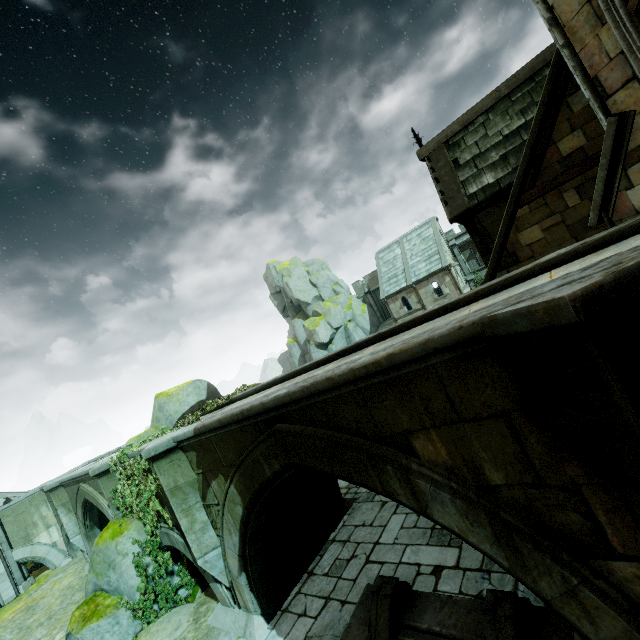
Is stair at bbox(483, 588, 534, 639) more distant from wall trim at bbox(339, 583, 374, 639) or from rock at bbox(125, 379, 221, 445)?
rock at bbox(125, 379, 221, 445)

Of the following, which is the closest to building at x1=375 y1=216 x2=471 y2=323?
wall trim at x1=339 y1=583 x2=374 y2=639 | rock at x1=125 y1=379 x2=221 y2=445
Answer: rock at x1=125 y1=379 x2=221 y2=445

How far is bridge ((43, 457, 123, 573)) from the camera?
11.3 meters

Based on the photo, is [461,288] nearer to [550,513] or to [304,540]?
[304,540]

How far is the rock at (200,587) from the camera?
10.06m

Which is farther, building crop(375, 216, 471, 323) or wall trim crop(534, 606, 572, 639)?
building crop(375, 216, 471, 323)

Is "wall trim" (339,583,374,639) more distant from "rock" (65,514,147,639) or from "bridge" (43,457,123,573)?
"rock" (65,514,147,639)

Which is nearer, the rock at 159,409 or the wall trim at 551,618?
the wall trim at 551,618
